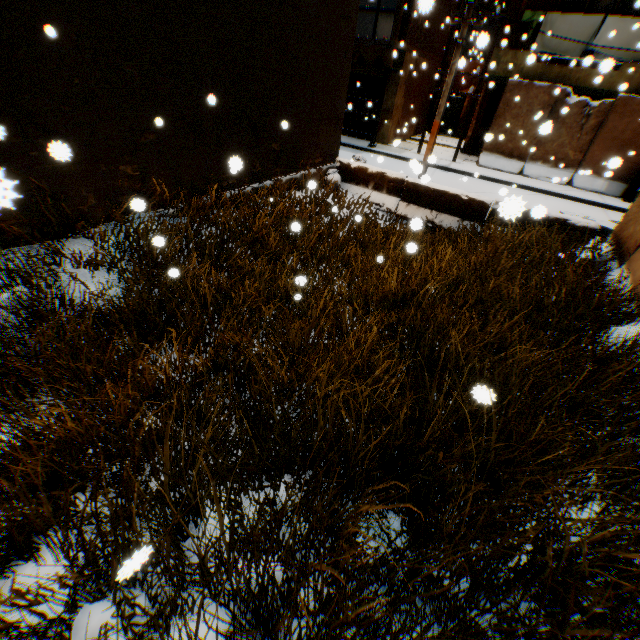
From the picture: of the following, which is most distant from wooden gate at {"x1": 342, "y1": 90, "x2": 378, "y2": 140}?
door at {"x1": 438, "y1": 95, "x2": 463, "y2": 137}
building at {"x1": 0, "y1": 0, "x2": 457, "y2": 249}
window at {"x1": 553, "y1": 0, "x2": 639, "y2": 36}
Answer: door at {"x1": 438, "y1": 95, "x2": 463, "y2": 137}

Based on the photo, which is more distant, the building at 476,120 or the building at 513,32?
the building at 476,120

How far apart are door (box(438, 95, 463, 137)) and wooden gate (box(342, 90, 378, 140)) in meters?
8.0 m

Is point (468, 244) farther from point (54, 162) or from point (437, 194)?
point (54, 162)

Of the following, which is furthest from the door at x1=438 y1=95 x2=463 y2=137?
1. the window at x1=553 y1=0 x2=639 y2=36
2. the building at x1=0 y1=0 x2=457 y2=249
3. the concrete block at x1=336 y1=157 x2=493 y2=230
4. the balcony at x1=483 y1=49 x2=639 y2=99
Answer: the concrete block at x1=336 y1=157 x2=493 y2=230

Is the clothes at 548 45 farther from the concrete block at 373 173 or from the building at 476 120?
the concrete block at 373 173

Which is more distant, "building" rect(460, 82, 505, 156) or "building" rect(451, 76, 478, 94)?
"building" rect(451, 76, 478, 94)

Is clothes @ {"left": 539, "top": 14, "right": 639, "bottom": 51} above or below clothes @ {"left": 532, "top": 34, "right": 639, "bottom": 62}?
above
